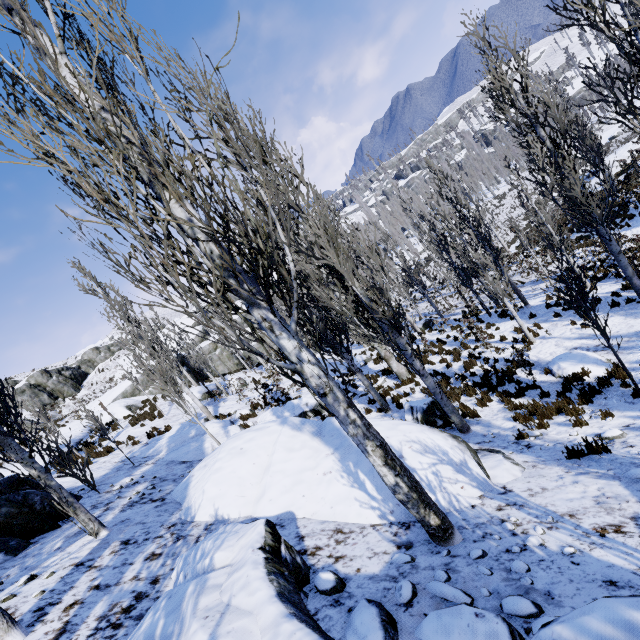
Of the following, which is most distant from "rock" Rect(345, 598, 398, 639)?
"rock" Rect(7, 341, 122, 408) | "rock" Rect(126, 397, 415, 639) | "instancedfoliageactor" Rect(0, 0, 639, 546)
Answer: "rock" Rect(7, 341, 122, 408)

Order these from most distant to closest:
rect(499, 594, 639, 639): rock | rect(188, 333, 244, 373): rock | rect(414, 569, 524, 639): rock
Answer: rect(188, 333, 244, 373): rock < rect(414, 569, 524, 639): rock < rect(499, 594, 639, 639): rock

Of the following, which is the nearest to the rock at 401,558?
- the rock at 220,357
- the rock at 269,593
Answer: the rock at 269,593

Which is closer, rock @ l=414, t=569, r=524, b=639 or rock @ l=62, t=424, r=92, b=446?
rock @ l=414, t=569, r=524, b=639

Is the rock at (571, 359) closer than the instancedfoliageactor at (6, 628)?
No

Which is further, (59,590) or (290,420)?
(290,420)

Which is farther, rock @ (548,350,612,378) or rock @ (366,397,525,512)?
rock @ (548,350,612,378)

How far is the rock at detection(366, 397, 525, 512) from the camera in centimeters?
479cm
